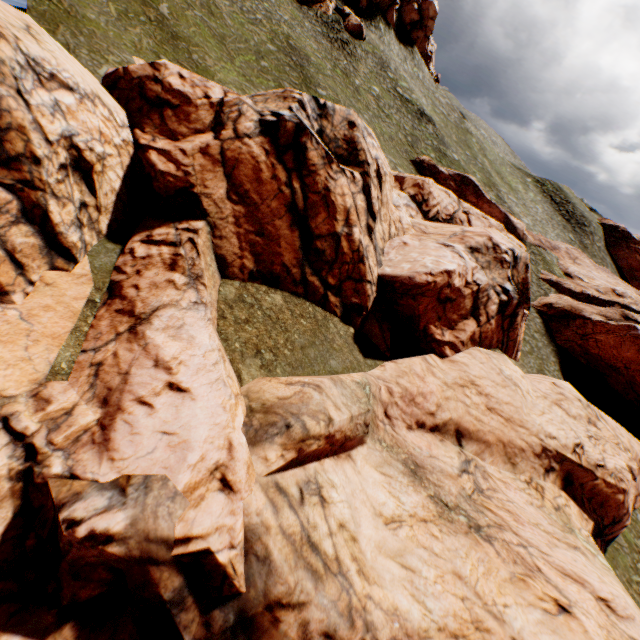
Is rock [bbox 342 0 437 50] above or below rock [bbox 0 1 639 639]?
above

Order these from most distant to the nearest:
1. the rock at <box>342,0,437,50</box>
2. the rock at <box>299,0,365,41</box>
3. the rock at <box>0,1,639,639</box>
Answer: the rock at <box>342,0,437,50</box> < the rock at <box>299,0,365,41</box> < the rock at <box>0,1,639,639</box>

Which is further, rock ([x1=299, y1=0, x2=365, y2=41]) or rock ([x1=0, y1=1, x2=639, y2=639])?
rock ([x1=299, y1=0, x2=365, y2=41])

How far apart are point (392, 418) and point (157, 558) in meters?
11.2 m

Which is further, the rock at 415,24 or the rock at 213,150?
the rock at 415,24

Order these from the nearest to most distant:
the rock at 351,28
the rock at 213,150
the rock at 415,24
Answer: the rock at 213,150
the rock at 351,28
the rock at 415,24

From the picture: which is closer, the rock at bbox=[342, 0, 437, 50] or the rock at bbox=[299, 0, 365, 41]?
the rock at bbox=[299, 0, 365, 41]
